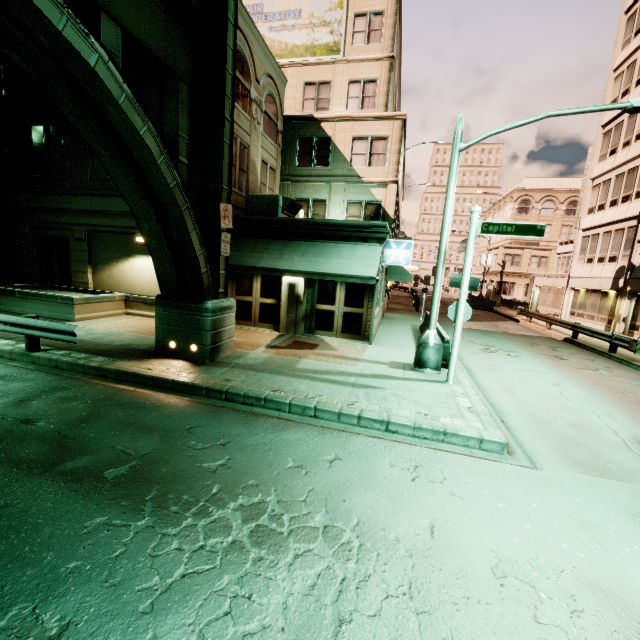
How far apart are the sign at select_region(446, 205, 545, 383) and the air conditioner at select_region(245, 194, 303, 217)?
7.43m

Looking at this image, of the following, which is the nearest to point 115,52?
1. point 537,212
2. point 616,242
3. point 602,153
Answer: point 616,242

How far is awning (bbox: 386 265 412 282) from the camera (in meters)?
18.97

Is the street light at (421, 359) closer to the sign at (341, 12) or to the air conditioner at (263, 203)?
the air conditioner at (263, 203)

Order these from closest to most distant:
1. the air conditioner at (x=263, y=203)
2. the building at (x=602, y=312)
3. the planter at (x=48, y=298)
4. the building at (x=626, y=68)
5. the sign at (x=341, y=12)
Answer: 1. the planter at (x=48, y=298)
2. the air conditioner at (x=263, y=203)
3. the sign at (x=341, y=12)
4. the building at (x=602, y=312)
5. the building at (x=626, y=68)

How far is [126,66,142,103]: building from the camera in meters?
13.3 m

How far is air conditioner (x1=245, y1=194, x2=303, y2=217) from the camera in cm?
1406

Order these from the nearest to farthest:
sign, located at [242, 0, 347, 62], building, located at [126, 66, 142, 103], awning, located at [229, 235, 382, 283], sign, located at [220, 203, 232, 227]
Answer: sign, located at [220, 203, 232, 227] < awning, located at [229, 235, 382, 283] < building, located at [126, 66, 142, 103] < sign, located at [242, 0, 347, 62]
